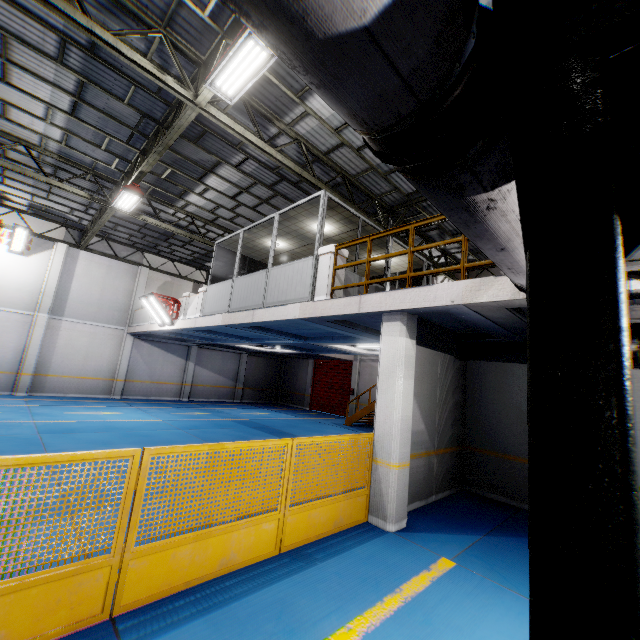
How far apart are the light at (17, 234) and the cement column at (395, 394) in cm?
1829

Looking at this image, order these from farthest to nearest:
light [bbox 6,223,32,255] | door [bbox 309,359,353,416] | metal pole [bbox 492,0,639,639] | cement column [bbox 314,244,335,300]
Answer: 1. door [bbox 309,359,353,416]
2. light [bbox 6,223,32,255]
3. cement column [bbox 314,244,335,300]
4. metal pole [bbox 492,0,639,639]

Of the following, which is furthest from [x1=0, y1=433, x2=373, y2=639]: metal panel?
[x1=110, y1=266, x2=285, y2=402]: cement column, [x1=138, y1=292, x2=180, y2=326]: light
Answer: [x1=110, y1=266, x2=285, y2=402]: cement column

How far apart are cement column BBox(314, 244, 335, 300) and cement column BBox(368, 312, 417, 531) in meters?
1.4

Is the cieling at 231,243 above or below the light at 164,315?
above

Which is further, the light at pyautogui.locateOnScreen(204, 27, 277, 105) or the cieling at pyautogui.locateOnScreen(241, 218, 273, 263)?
the cieling at pyautogui.locateOnScreen(241, 218, 273, 263)

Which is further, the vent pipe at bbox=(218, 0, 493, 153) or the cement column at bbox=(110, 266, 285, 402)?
the cement column at bbox=(110, 266, 285, 402)

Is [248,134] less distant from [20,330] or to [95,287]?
[95,287]
